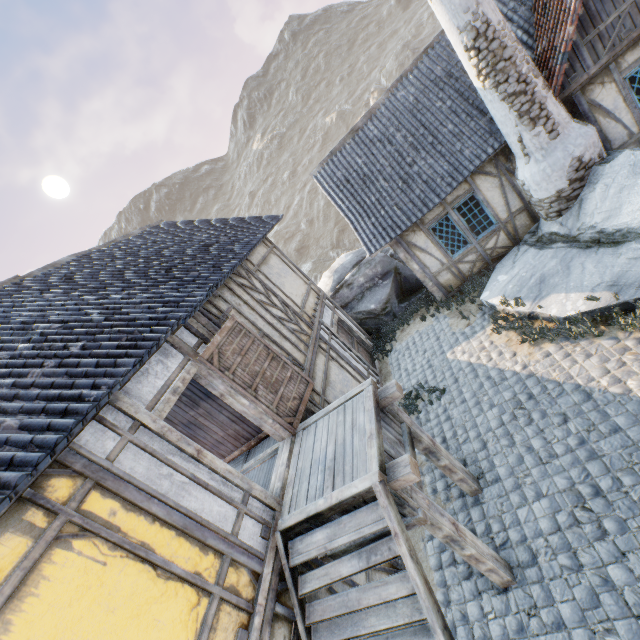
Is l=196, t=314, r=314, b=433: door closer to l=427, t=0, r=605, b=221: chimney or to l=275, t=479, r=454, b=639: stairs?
l=275, t=479, r=454, b=639: stairs

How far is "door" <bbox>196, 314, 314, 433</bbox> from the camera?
5.45m

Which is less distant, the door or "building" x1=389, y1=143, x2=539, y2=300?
the door

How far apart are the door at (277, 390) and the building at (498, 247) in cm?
562

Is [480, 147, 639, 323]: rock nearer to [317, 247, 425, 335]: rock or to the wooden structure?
[317, 247, 425, 335]: rock

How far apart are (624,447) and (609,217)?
4.99m

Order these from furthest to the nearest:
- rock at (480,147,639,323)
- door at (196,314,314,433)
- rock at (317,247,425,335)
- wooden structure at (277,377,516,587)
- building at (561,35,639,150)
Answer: rock at (317,247,425,335) < building at (561,35,639,150) < rock at (480,147,639,323) < door at (196,314,314,433) < wooden structure at (277,377,516,587)

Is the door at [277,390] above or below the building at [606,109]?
above
